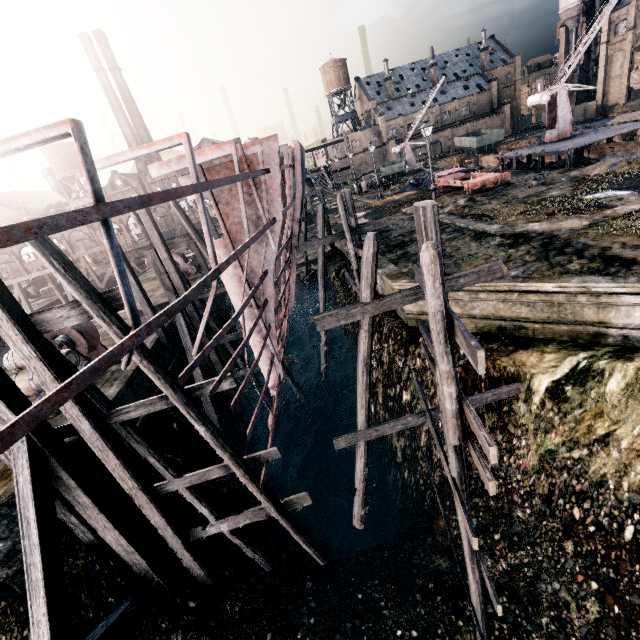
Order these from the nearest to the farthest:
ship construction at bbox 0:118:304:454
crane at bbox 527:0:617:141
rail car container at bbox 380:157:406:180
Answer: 1. ship construction at bbox 0:118:304:454
2. crane at bbox 527:0:617:141
3. rail car container at bbox 380:157:406:180

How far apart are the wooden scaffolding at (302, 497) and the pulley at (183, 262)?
21.1 meters

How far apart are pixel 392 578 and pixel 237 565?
5.6m

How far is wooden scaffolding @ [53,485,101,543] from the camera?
8.50m

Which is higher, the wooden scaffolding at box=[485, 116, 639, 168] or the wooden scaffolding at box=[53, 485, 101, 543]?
the wooden scaffolding at box=[485, 116, 639, 168]

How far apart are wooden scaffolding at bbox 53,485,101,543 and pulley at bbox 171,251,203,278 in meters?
21.1 m

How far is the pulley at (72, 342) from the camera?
14.50m

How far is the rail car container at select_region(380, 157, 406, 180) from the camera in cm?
4769
